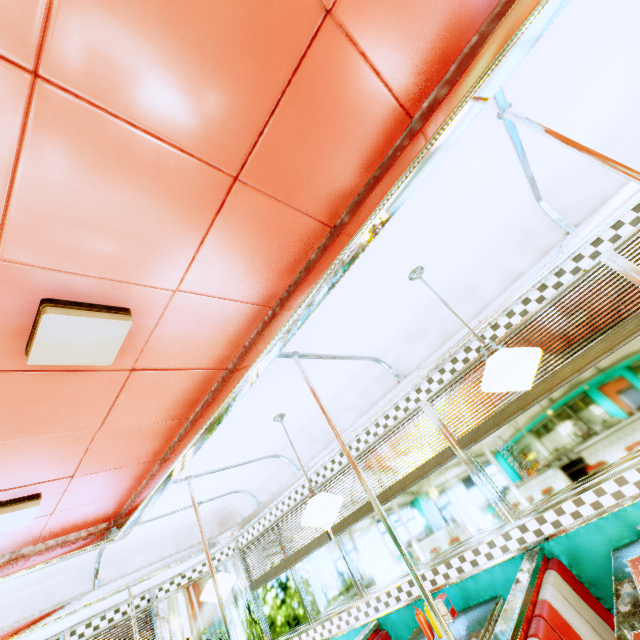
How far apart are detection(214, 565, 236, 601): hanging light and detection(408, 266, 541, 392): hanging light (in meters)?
3.64

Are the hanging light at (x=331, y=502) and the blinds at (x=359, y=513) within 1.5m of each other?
yes

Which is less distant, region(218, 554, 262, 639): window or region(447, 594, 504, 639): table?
region(447, 594, 504, 639): table

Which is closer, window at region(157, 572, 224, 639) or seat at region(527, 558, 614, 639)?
seat at region(527, 558, 614, 639)

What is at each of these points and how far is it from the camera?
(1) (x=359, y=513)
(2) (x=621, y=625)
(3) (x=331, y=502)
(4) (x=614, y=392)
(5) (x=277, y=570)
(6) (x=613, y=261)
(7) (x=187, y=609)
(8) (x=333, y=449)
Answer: (1) blinds, 3.69m
(2) table, 1.63m
(3) hanging light, 2.73m
(4) window, 2.45m
(5) blinds, 4.43m
(6) window, 2.52m
(7) window, 4.89m
(8) trim, 3.92m

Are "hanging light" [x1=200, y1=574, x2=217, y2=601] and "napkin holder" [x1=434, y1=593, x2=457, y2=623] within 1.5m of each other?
no

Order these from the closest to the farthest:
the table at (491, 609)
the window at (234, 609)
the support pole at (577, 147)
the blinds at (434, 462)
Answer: the support pole at (577, 147)
the table at (491, 609)
the blinds at (434, 462)
the window at (234, 609)

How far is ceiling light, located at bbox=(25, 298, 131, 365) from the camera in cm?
138
